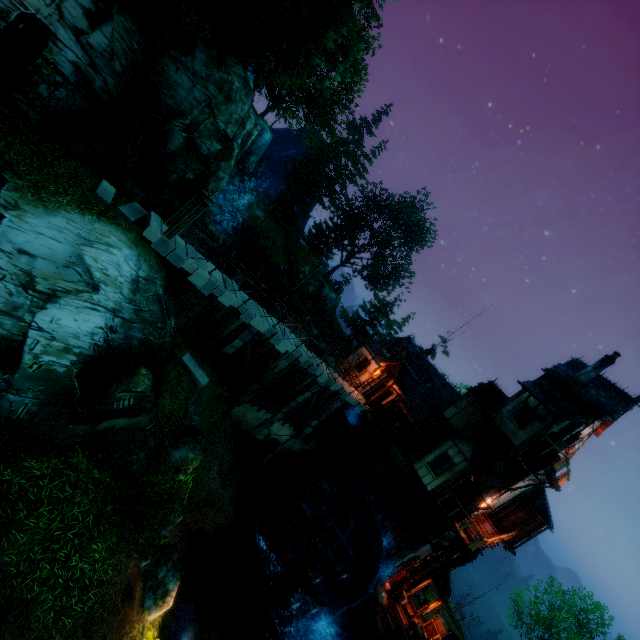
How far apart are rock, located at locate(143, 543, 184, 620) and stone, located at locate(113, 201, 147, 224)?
11.4m

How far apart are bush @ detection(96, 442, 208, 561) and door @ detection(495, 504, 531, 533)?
21.2 meters

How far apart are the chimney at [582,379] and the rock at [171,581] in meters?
22.3

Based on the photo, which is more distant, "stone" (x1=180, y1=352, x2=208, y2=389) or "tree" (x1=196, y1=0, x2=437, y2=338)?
"stone" (x1=180, y1=352, x2=208, y2=389)

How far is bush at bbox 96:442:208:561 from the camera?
7.7m

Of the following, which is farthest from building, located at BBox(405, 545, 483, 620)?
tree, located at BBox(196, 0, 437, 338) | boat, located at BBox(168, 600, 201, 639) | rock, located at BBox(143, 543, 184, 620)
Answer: rock, located at BBox(143, 543, 184, 620)

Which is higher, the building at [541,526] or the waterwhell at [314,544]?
the building at [541,526]

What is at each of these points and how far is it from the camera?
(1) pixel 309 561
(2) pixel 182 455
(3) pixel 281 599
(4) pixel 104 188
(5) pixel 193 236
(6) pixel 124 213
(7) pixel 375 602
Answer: (1) piling, 17.31m
(2) rock, 12.30m
(3) piling, 17.19m
(4) stone, 11.54m
(5) rock, 21.41m
(6) stone, 11.23m
(7) box, 18.44m
